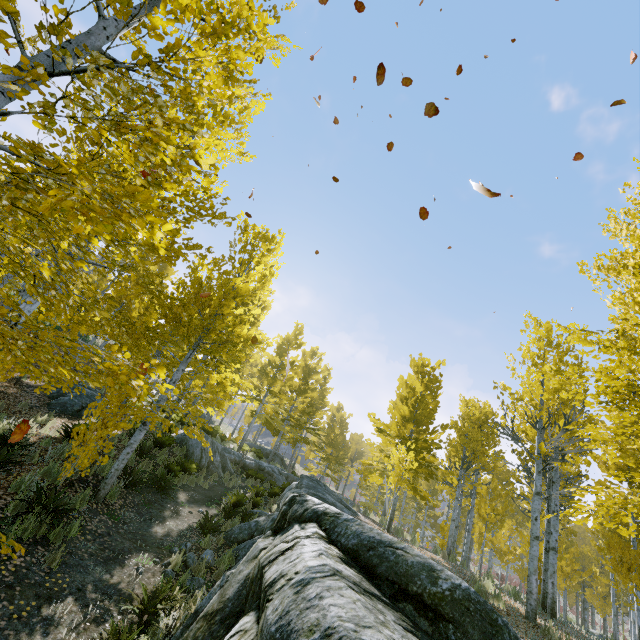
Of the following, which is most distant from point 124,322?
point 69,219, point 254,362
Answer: point 69,219

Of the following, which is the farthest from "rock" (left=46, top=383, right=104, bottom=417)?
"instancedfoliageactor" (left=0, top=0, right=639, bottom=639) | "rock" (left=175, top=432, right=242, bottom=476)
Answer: "rock" (left=175, top=432, right=242, bottom=476)

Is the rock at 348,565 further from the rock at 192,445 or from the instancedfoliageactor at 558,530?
the rock at 192,445

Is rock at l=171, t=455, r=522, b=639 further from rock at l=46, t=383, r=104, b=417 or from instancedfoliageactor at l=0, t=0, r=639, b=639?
rock at l=46, t=383, r=104, b=417

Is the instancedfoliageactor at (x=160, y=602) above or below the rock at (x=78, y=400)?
below

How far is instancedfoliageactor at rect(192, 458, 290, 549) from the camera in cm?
845

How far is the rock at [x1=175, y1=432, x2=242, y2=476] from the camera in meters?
13.8

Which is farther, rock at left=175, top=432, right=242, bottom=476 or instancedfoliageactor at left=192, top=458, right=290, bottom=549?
rock at left=175, top=432, right=242, bottom=476
